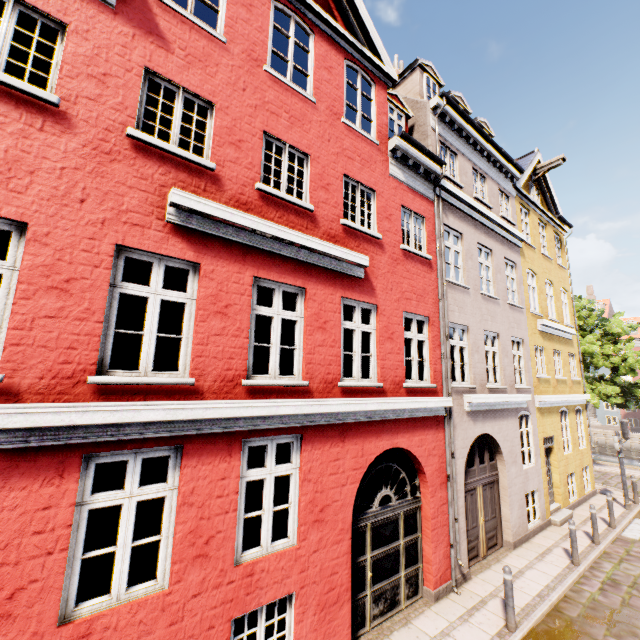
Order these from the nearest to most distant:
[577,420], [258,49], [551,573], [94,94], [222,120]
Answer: [94,94]
[222,120]
[258,49]
[551,573]
[577,420]
